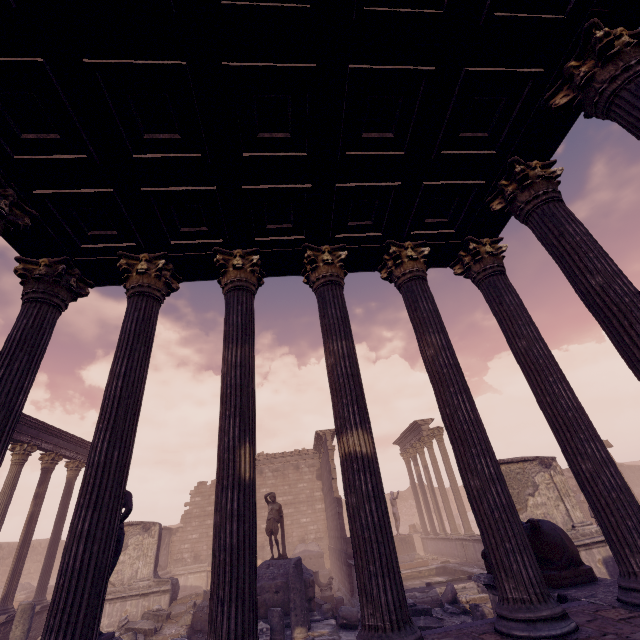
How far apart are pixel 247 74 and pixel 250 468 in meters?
4.2

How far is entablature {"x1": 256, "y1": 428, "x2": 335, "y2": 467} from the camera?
20.7m

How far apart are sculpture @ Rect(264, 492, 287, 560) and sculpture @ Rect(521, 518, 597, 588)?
8.0 meters

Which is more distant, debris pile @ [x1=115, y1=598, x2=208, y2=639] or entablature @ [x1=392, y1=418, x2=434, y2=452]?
entablature @ [x1=392, y1=418, x2=434, y2=452]

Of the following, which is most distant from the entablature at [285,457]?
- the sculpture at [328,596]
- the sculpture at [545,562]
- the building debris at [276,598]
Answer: the sculpture at [545,562]

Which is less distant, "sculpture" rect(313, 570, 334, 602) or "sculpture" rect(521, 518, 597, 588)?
"sculpture" rect(521, 518, 597, 588)

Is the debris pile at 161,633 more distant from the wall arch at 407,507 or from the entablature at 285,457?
the wall arch at 407,507

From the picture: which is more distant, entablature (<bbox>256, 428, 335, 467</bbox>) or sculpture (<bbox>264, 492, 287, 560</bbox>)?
entablature (<bbox>256, 428, 335, 467</bbox>)
